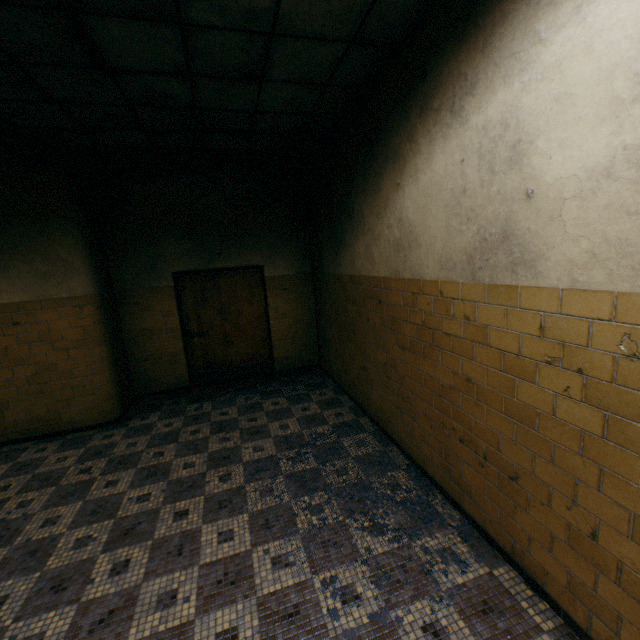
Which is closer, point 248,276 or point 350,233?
point 350,233

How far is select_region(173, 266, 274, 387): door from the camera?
5.92m

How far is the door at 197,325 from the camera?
5.9 meters
